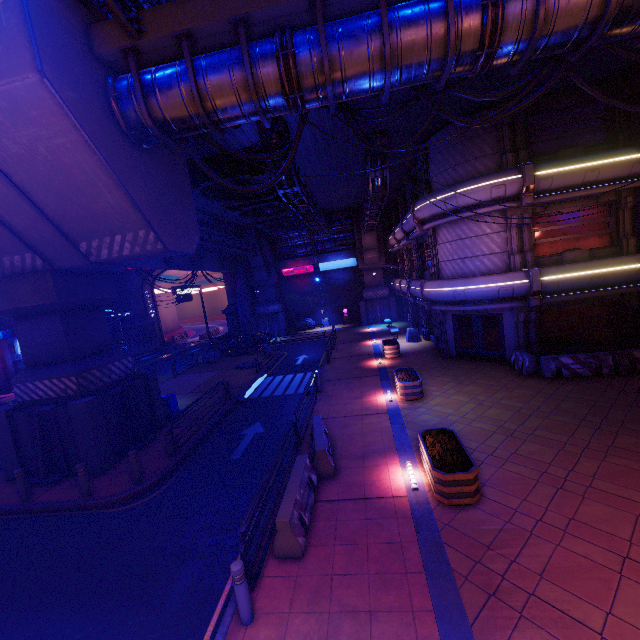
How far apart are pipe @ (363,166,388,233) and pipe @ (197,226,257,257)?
11.7m

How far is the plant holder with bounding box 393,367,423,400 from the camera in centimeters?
1359cm

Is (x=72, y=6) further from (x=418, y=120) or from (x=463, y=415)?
(x=463, y=415)

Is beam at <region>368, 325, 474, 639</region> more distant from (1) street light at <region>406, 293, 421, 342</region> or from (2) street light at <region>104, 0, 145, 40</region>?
(2) street light at <region>104, 0, 145, 40</region>

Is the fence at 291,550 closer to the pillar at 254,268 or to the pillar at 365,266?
the pillar at 365,266

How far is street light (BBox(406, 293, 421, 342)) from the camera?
24.3m

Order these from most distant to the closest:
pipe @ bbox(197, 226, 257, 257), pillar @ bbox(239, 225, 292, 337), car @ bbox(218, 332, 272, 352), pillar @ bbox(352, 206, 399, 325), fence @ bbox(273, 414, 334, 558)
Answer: pillar @ bbox(239, 225, 292, 337) → pillar @ bbox(352, 206, 399, 325) → car @ bbox(218, 332, 272, 352) → pipe @ bbox(197, 226, 257, 257) → fence @ bbox(273, 414, 334, 558)

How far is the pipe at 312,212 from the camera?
15.08m
